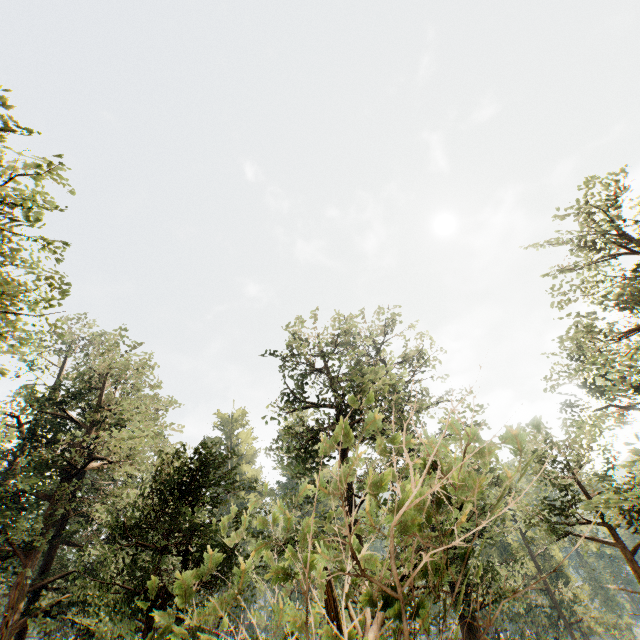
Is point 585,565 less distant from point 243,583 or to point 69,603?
point 69,603

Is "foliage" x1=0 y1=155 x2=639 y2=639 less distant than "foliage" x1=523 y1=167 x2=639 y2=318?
Yes

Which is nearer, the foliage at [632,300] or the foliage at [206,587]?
the foliage at [206,587]
